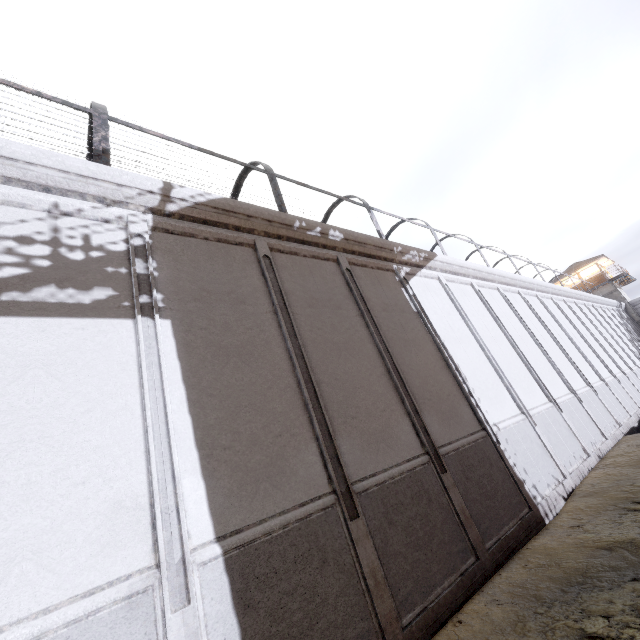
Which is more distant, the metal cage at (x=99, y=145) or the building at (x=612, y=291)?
the building at (x=612, y=291)

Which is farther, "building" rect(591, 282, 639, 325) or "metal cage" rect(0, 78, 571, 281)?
"building" rect(591, 282, 639, 325)

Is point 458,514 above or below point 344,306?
below
